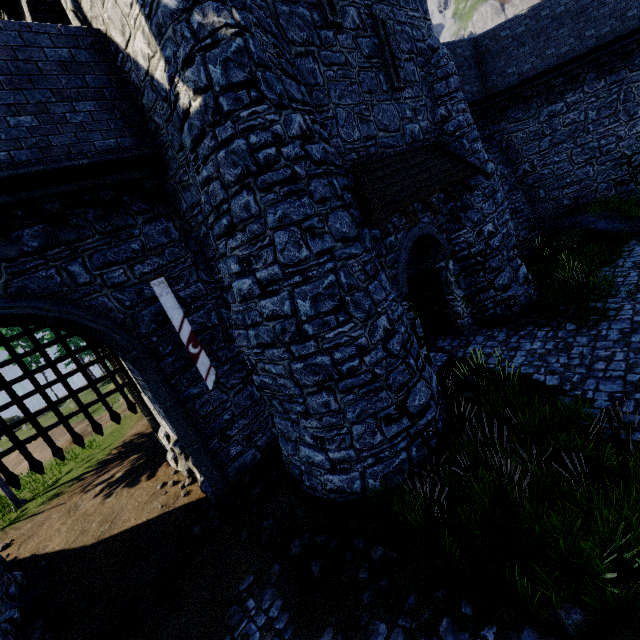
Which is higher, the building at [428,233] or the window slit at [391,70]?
the window slit at [391,70]

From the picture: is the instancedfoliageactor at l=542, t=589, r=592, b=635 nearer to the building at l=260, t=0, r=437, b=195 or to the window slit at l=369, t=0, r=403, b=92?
the building at l=260, t=0, r=437, b=195

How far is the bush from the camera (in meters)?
15.45

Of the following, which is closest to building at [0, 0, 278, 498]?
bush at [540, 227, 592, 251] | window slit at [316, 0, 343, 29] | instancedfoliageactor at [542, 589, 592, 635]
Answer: window slit at [316, 0, 343, 29]

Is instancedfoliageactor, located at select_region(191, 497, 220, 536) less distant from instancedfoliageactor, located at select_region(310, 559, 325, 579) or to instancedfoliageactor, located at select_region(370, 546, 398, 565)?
instancedfoliageactor, located at select_region(310, 559, 325, 579)

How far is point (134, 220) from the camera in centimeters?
754cm

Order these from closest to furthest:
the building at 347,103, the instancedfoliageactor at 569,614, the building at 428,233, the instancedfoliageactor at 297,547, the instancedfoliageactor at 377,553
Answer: the instancedfoliageactor at 569,614 < the instancedfoliageactor at 377,553 < the instancedfoliageactor at 297,547 < the building at 347,103 < the building at 428,233

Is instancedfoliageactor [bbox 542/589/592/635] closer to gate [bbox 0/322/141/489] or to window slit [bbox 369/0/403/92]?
gate [bbox 0/322/141/489]
